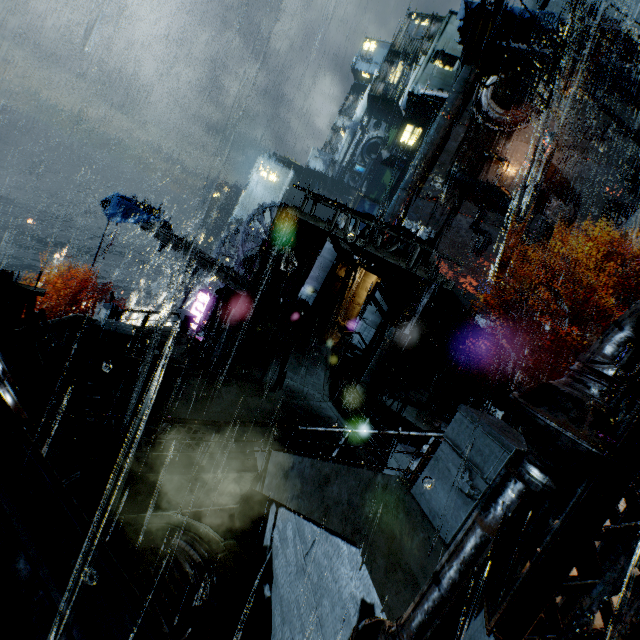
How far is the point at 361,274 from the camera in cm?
2942

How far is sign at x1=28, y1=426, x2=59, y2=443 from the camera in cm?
567

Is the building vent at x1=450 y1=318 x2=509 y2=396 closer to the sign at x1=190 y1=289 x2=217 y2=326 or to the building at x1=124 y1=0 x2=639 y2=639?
the building at x1=124 y1=0 x2=639 y2=639

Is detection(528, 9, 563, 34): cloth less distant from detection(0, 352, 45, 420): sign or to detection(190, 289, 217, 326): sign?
detection(190, 289, 217, 326): sign

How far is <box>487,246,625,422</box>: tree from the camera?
16.20m

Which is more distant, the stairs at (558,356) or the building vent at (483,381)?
the building vent at (483,381)

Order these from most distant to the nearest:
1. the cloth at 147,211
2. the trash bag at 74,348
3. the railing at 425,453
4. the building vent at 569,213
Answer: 1. the building vent at 569,213
2. the cloth at 147,211
3. the trash bag at 74,348
4. the railing at 425,453

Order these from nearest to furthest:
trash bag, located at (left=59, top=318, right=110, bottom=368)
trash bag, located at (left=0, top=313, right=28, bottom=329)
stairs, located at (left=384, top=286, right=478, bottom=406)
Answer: trash bag, located at (left=0, top=313, right=28, bottom=329) < trash bag, located at (left=59, top=318, right=110, bottom=368) < stairs, located at (left=384, top=286, right=478, bottom=406)
